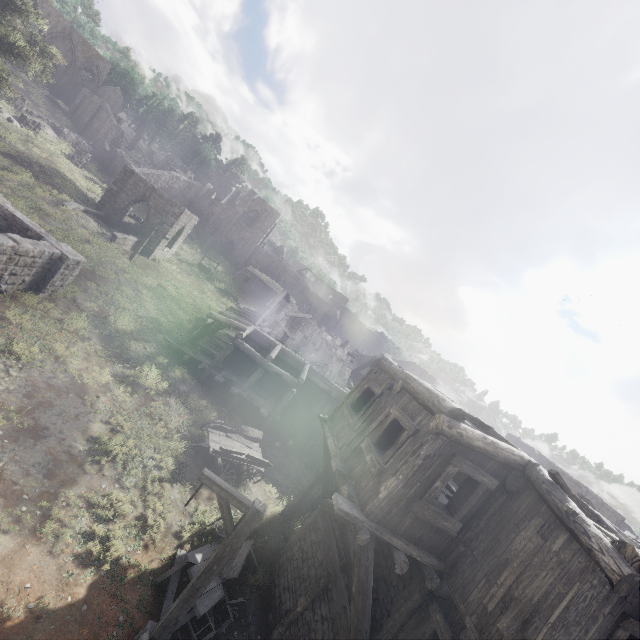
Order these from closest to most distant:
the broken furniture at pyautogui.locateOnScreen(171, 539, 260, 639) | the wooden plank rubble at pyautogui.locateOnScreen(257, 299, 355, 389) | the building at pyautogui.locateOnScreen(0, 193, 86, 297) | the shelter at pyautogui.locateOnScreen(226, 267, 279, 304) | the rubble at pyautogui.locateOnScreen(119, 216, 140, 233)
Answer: the broken furniture at pyautogui.locateOnScreen(171, 539, 260, 639) → the building at pyautogui.locateOnScreen(0, 193, 86, 297) → the wooden plank rubble at pyautogui.locateOnScreen(257, 299, 355, 389) → the rubble at pyautogui.locateOnScreen(119, 216, 140, 233) → the shelter at pyautogui.locateOnScreen(226, 267, 279, 304)

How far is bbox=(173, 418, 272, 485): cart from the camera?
13.5m

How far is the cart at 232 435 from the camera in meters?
13.5 m

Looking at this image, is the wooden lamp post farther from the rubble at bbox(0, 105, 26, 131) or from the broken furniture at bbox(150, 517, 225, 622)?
the rubble at bbox(0, 105, 26, 131)

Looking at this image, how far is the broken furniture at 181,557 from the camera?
8.38m

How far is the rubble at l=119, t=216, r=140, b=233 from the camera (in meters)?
31.80

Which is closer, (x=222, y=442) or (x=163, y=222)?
(x=222, y=442)

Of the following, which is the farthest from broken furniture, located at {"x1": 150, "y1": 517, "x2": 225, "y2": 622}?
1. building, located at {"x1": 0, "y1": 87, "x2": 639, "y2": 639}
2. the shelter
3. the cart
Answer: the shelter
